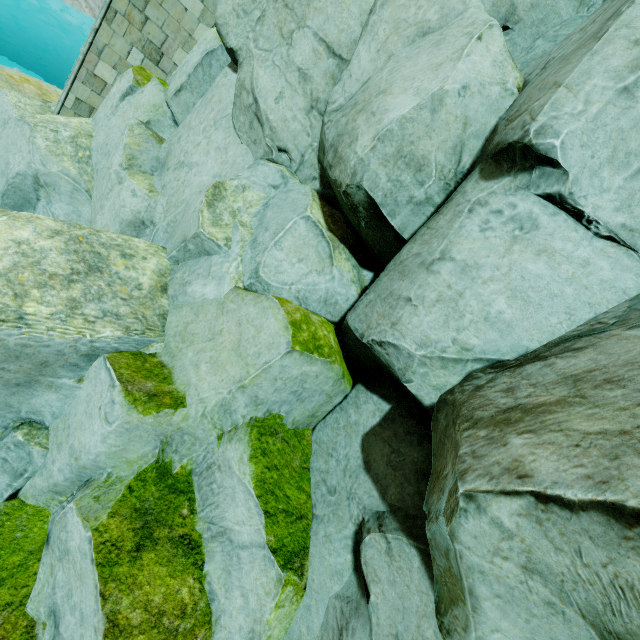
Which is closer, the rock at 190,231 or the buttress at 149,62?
the rock at 190,231

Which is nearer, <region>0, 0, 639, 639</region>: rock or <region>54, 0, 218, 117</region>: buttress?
<region>0, 0, 639, 639</region>: rock

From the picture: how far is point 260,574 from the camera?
2.8m
